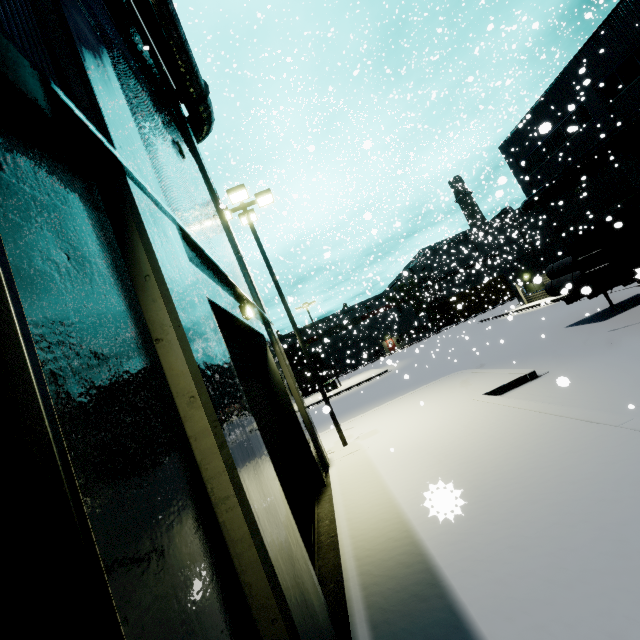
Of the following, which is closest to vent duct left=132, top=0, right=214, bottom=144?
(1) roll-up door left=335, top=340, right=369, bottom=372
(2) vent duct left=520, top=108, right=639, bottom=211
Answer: (2) vent duct left=520, top=108, right=639, bottom=211

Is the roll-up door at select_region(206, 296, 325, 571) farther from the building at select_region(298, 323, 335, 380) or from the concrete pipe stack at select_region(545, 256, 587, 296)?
the concrete pipe stack at select_region(545, 256, 587, 296)

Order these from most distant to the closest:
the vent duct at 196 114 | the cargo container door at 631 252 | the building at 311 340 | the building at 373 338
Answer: the building at 373 338 → the building at 311 340 → the cargo container door at 631 252 → the vent duct at 196 114

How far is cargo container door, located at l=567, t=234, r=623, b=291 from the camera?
11.7m

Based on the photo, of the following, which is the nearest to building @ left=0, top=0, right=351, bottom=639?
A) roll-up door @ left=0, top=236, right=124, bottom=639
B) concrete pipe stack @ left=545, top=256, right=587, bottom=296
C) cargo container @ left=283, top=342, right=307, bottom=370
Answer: roll-up door @ left=0, top=236, right=124, bottom=639

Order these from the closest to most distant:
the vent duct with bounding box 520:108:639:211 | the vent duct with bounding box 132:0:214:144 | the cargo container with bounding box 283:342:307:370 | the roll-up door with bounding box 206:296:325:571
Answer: the roll-up door with bounding box 206:296:325:571, the vent duct with bounding box 132:0:214:144, the vent duct with bounding box 520:108:639:211, the cargo container with bounding box 283:342:307:370

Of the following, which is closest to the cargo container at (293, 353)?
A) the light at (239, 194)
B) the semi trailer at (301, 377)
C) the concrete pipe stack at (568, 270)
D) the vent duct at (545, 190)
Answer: the semi trailer at (301, 377)

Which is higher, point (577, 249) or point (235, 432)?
point (577, 249)
